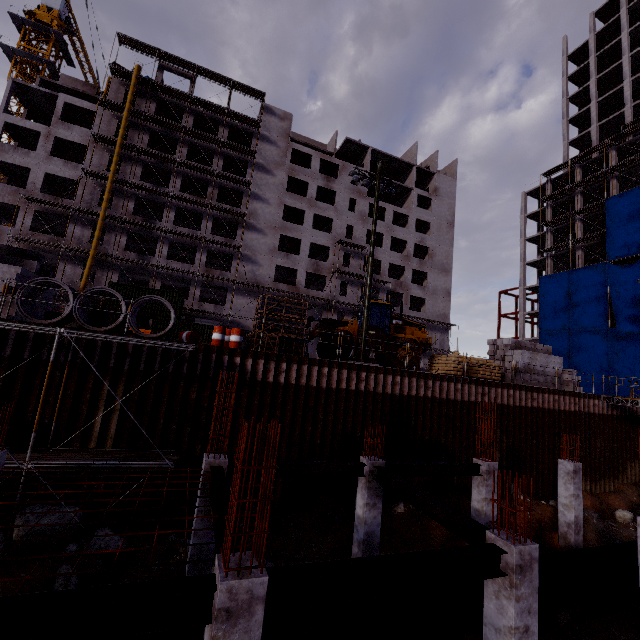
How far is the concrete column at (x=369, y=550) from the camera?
9.9 meters

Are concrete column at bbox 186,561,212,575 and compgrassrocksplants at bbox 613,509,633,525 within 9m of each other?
no

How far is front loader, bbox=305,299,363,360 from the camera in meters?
18.7

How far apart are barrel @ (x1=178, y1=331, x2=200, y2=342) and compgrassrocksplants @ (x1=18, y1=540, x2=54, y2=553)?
6.4 meters

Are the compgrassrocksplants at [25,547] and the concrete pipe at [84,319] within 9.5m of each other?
yes

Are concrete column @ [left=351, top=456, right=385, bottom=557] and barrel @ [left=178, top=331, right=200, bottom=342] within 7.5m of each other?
no

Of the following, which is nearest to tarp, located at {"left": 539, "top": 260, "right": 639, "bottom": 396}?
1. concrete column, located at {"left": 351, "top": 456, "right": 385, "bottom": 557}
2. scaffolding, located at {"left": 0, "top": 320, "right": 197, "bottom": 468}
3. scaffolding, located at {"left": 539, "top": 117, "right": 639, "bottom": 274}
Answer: scaffolding, located at {"left": 539, "top": 117, "right": 639, "bottom": 274}

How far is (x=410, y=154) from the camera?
51.2m
